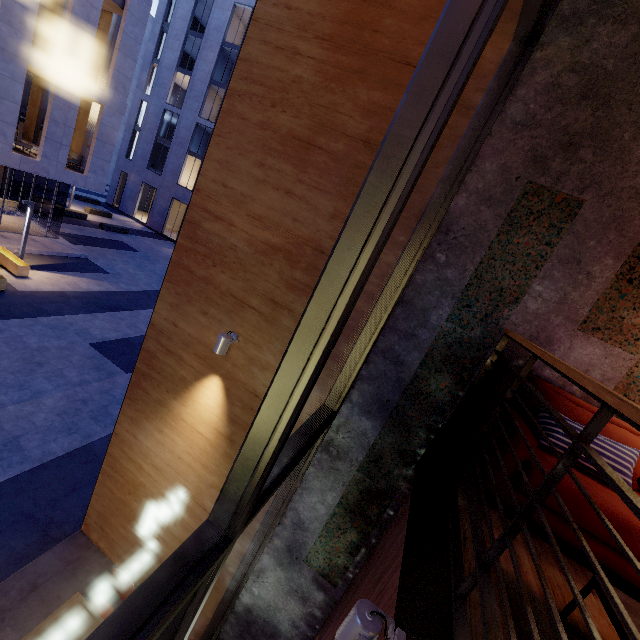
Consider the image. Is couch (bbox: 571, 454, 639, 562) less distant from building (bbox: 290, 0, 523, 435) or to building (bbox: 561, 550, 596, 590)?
building (bbox: 561, 550, 596, 590)

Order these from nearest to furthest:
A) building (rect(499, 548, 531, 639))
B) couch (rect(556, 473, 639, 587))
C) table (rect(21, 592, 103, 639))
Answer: building (rect(499, 548, 531, 639)), couch (rect(556, 473, 639, 587)), table (rect(21, 592, 103, 639))

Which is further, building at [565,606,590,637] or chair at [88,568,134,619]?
chair at [88,568,134,619]

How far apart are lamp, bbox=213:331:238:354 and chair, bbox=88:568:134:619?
3.7m

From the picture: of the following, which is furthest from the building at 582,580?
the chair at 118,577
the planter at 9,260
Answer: the planter at 9,260

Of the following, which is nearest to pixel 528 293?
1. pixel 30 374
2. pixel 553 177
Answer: pixel 553 177

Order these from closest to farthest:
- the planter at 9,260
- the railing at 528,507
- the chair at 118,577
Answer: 1. the railing at 528,507
2. the chair at 118,577
3. the planter at 9,260

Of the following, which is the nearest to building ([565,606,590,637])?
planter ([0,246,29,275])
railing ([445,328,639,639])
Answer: railing ([445,328,639,639])
